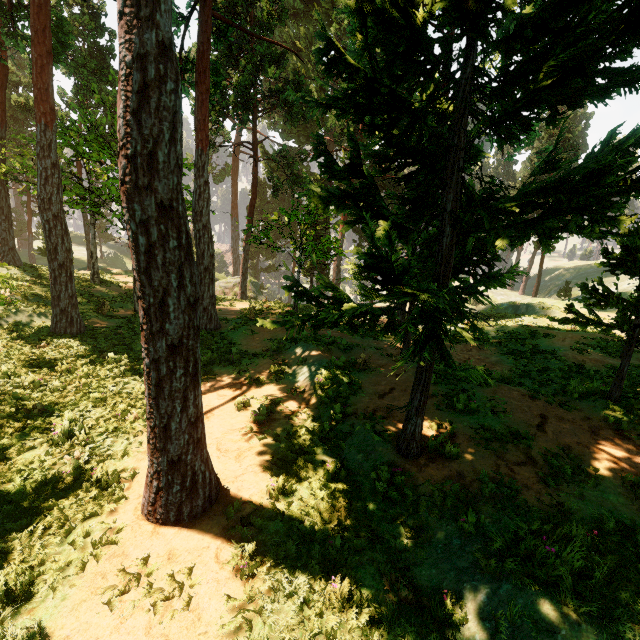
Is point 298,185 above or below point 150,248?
above
